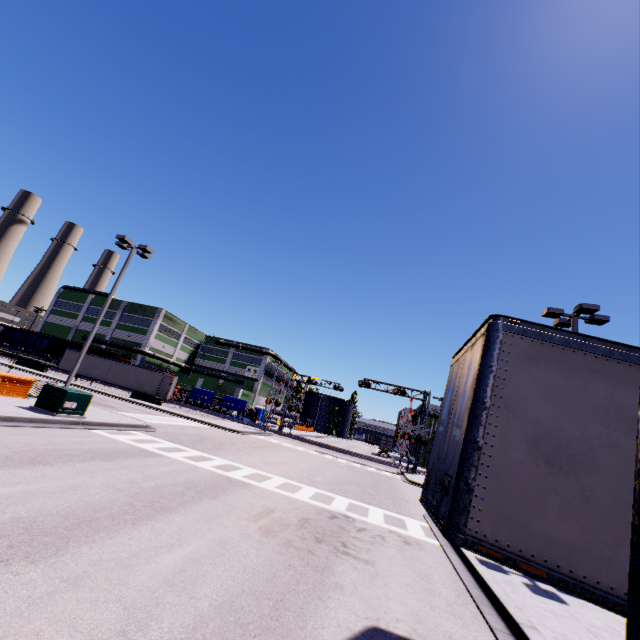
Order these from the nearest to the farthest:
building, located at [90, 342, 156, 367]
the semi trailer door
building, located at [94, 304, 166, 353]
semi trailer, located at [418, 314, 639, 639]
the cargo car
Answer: semi trailer, located at [418, 314, 639, 639] < the semi trailer door < the cargo car < building, located at [90, 342, 156, 367] < building, located at [94, 304, 166, 353]

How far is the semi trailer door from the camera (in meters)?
36.35

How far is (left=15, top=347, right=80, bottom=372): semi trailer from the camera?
39.8m

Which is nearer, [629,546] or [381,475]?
[629,546]

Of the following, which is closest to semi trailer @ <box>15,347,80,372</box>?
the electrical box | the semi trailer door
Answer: the semi trailer door

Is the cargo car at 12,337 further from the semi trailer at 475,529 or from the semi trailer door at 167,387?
the semi trailer door at 167,387

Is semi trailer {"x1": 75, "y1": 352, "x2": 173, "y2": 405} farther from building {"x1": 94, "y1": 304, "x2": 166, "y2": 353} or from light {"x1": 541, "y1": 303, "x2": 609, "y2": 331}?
light {"x1": 541, "y1": 303, "x2": 609, "y2": 331}

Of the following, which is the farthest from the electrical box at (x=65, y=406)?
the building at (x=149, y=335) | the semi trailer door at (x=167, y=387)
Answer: the semi trailer door at (x=167, y=387)
